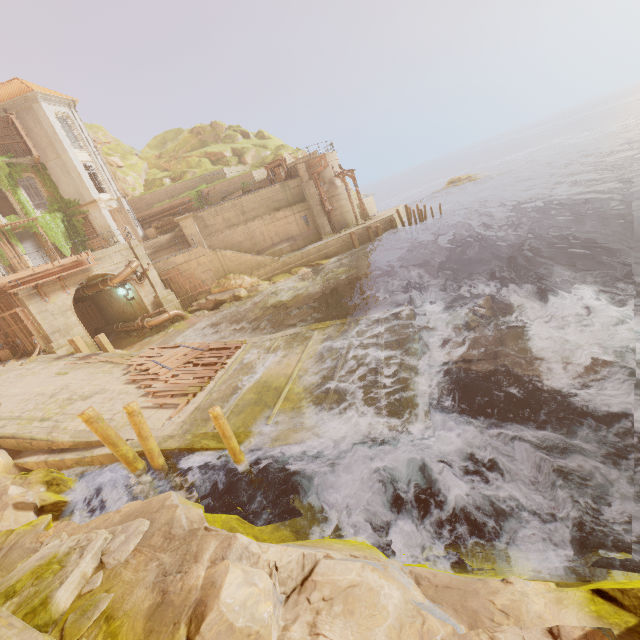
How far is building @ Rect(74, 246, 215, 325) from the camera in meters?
23.0 m

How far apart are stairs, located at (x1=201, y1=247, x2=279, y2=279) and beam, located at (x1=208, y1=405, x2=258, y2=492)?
19.8 meters

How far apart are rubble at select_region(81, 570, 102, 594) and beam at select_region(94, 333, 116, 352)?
13.27m

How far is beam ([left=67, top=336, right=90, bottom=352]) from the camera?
17.05m

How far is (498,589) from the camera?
3.5 meters

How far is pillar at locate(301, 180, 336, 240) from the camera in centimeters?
2908cm

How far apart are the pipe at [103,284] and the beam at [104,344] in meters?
5.6 m

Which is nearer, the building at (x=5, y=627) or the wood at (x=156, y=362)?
the building at (x=5, y=627)
